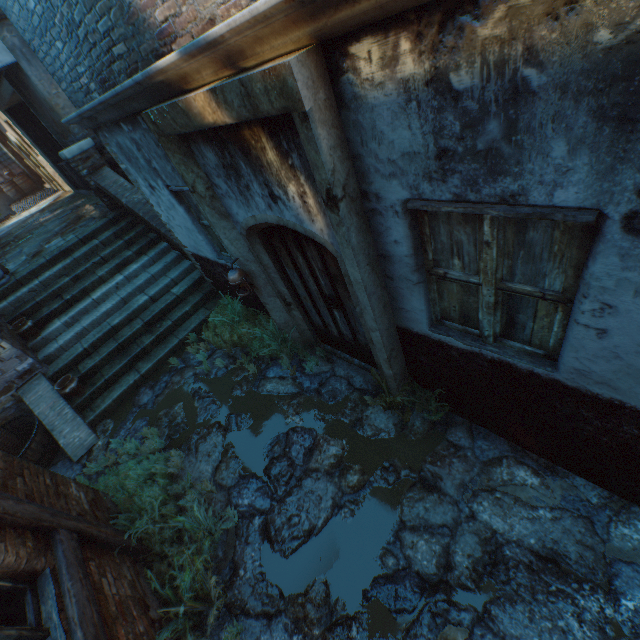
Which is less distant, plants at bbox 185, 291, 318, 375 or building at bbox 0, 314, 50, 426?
plants at bbox 185, 291, 318, 375

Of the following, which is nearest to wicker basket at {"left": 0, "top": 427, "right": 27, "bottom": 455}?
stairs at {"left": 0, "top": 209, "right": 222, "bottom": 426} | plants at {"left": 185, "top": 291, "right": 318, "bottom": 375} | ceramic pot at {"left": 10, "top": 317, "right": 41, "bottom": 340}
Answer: stairs at {"left": 0, "top": 209, "right": 222, "bottom": 426}

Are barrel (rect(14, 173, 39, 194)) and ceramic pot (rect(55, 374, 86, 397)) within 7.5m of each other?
no

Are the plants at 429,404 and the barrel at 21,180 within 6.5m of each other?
no

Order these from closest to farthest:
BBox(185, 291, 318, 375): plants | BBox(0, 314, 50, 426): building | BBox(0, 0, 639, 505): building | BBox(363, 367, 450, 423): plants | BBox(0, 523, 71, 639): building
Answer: BBox(0, 0, 639, 505): building
BBox(0, 523, 71, 639): building
BBox(363, 367, 450, 423): plants
BBox(185, 291, 318, 375): plants
BBox(0, 314, 50, 426): building

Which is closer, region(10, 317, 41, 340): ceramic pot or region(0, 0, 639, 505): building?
region(0, 0, 639, 505): building

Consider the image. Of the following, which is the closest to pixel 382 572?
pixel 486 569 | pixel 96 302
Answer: pixel 486 569

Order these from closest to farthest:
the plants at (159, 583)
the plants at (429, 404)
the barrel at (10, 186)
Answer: the plants at (159, 583)
the plants at (429, 404)
the barrel at (10, 186)
